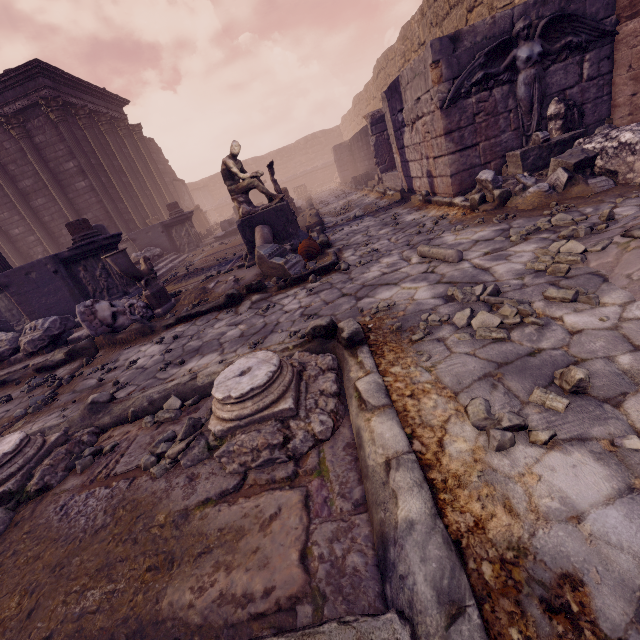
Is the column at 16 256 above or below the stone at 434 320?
above

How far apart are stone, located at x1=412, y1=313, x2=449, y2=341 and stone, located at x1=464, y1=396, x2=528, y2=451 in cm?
66

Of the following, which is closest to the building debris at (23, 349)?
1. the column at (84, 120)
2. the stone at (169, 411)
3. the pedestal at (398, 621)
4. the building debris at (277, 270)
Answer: the building debris at (277, 270)

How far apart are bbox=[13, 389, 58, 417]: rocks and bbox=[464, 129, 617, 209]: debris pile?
6.7m

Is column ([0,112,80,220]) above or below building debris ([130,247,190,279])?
above

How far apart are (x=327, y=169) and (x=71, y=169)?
22.2 meters

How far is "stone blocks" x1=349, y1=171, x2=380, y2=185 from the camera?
12.83m

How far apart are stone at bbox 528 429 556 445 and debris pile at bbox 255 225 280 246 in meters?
4.2
